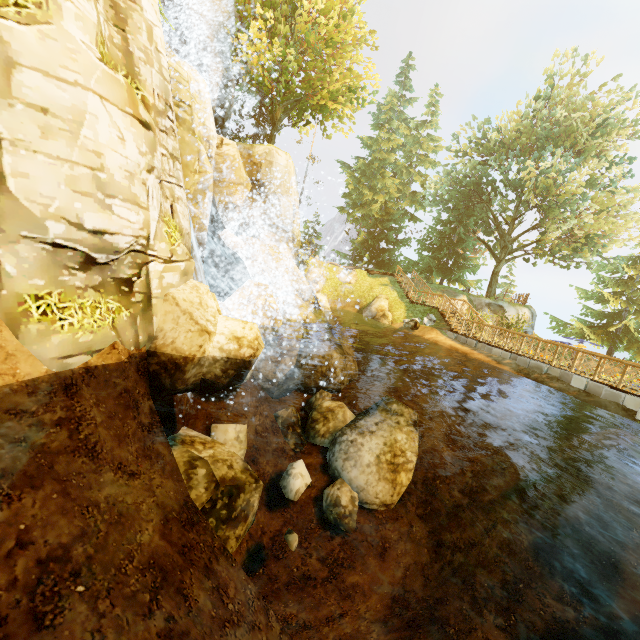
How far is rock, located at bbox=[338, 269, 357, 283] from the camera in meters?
27.9 m

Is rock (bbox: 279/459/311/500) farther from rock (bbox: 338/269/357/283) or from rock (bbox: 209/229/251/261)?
rock (bbox: 338/269/357/283)

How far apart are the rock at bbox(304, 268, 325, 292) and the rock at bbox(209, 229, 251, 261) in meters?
8.1 m

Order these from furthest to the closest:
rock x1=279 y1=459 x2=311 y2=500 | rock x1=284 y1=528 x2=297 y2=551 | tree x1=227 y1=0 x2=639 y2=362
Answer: tree x1=227 y1=0 x2=639 y2=362
rock x1=279 y1=459 x2=311 y2=500
rock x1=284 y1=528 x2=297 y2=551

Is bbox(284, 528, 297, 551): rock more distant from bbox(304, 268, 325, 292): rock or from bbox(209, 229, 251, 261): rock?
bbox(304, 268, 325, 292): rock

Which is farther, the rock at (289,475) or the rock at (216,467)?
the rock at (289,475)

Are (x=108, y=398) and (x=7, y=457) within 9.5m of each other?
yes

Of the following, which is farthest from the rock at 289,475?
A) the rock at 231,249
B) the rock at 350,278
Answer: the rock at 350,278
